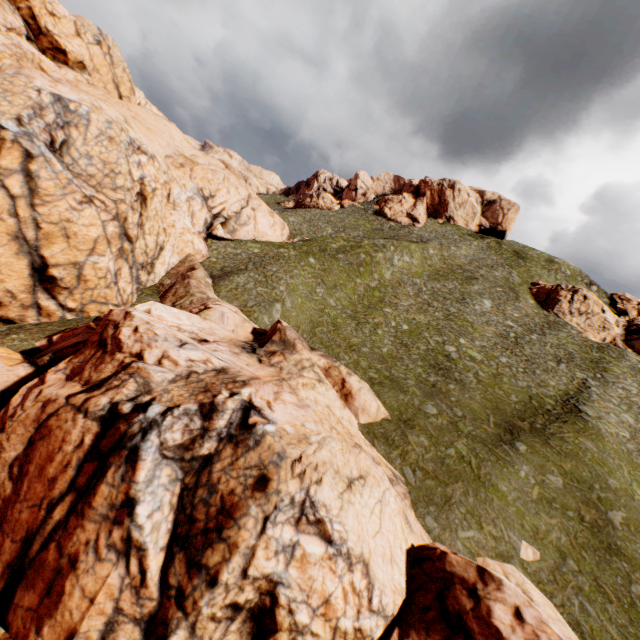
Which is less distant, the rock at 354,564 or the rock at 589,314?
the rock at 354,564

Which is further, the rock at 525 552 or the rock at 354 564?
the rock at 525 552

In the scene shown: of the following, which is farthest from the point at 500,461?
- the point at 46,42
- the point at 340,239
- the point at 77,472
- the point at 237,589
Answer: the point at 46,42

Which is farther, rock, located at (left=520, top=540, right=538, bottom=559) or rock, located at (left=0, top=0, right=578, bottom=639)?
rock, located at (left=520, top=540, right=538, bottom=559)

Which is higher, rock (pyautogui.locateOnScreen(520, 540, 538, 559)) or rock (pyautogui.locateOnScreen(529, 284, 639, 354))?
rock (pyautogui.locateOnScreen(529, 284, 639, 354))

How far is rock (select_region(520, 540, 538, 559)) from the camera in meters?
16.0 m

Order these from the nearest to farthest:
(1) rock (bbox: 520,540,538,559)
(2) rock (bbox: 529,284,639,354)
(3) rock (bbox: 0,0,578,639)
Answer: (3) rock (bbox: 0,0,578,639) < (1) rock (bbox: 520,540,538,559) < (2) rock (bbox: 529,284,639,354)
